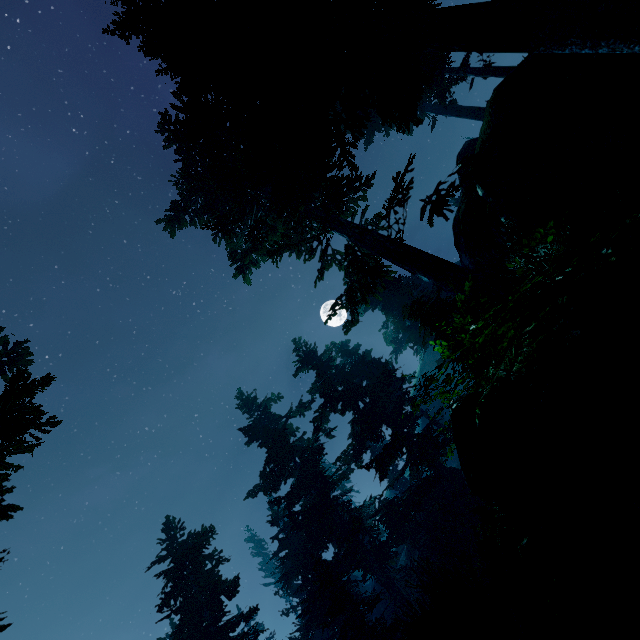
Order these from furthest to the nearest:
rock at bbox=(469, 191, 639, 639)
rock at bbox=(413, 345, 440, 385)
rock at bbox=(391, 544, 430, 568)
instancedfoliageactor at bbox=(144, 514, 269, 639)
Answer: rock at bbox=(413, 345, 440, 385) → rock at bbox=(391, 544, 430, 568) → instancedfoliageactor at bbox=(144, 514, 269, 639) → rock at bbox=(469, 191, 639, 639)

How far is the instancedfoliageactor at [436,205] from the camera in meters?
11.8 m

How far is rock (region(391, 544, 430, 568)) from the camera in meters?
24.0 m

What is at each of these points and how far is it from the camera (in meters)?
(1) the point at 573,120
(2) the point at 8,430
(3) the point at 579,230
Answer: (1) rock, 6.16
(2) instancedfoliageactor, 6.47
(3) instancedfoliageactor, 3.32

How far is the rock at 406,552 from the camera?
24.02m

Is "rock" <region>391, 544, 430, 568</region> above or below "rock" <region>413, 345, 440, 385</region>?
below

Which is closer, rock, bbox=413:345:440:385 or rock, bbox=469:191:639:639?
rock, bbox=469:191:639:639

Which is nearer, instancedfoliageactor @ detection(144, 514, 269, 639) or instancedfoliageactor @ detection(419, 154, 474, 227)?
instancedfoliageactor @ detection(419, 154, 474, 227)
